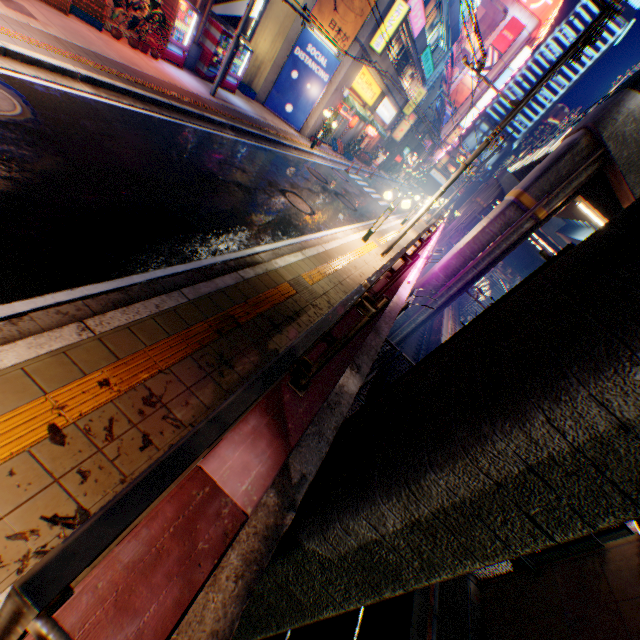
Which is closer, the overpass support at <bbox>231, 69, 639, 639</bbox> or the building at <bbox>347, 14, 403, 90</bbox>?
the overpass support at <bbox>231, 69, 639, 639</bbox>

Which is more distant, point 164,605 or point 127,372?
point 127,372

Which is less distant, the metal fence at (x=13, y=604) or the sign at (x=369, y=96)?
the metal fence at (x=13, y=604)

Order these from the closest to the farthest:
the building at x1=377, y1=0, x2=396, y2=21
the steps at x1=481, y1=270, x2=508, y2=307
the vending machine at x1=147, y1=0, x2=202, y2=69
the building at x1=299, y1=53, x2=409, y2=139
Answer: the vending machine at x1=147, y1=0, x2=202, y2=69 → the building at x1=377, y1=0, x2=396, y2=21 → the building at x1=299, y1=53, x2=409, y2=139 → the steps at x1=481, y1=270, x2=508, y2=307

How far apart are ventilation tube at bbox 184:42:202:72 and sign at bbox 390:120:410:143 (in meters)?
31.71

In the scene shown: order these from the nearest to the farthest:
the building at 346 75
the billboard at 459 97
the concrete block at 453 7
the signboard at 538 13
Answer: the building at 346 75 → the concrete block at 453 7 → the signboard at 538 13 → the billboard at 459 97

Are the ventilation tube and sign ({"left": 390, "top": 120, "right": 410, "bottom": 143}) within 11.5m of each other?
no

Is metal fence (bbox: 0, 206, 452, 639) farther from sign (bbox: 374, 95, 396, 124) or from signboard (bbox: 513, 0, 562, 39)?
signboard (bbox: 513, 0, 562, 39)
